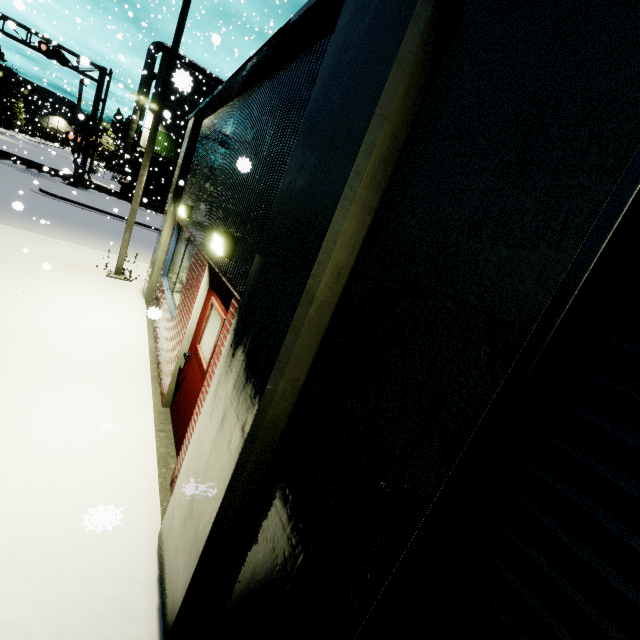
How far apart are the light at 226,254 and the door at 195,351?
0.3 meters

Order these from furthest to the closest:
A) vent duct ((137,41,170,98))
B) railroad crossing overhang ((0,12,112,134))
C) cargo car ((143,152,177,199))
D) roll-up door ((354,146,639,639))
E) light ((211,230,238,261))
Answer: vent duct ((137,41,170,98))
cargo car ((143,152,177,199))
railroad crossing overhang ((0,12,112,134))
light ((211,230,238,261))
roll-up door ((354,146,639,639))

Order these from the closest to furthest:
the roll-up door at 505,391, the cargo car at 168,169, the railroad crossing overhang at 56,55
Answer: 1. the roll-up door at 505,391
2. the railroad crossing overhang at 56,55
3. the cargo car at 168,169

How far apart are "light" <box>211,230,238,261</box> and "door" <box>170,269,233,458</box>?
Result: 0.3m

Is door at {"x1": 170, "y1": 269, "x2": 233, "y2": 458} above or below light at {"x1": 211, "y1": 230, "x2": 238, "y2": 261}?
below

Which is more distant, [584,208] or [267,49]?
[267,49]

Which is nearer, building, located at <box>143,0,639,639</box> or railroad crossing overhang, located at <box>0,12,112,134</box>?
building, located at <box>143,0,639,639</box>

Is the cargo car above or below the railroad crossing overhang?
below
